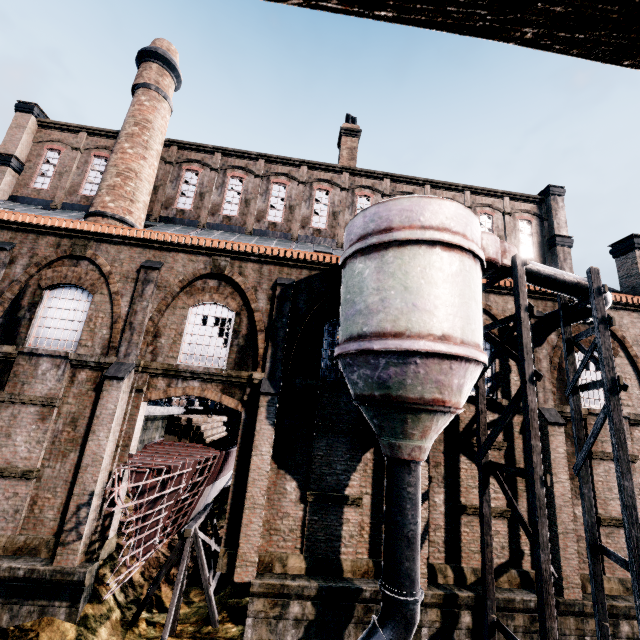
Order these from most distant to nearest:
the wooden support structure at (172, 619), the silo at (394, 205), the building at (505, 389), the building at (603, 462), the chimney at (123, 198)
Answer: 1. the chimney at (123, 198)
2. the building at (505, 389)
3. the building at (603, 462)
4. the wooden support structure at (172, 619)
5. the silo at (394, 205)

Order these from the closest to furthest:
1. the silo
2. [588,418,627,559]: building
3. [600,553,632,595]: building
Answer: the silo < [600,553,632,595]: building < [588,418,627,559]: building

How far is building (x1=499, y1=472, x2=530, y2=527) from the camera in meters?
13.1

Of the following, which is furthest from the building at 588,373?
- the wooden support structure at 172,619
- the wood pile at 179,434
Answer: the wood pile at 179,434

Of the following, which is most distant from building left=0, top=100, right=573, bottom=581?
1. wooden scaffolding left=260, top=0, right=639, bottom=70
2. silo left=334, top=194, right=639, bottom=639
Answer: wooden scaffolding left=260, top=0, right=639, bottom=70

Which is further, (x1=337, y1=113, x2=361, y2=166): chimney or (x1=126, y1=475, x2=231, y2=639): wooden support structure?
(x1=337, y1=113, x2=361, y2=166): chimney

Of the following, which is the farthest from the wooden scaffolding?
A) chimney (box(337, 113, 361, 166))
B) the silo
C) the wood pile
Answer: chimney (box(337, 113, 361, 166))

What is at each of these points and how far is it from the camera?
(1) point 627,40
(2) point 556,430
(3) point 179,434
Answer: (1) wooden scaffolding, 0.8m
(2) building, 13.3m
(3) wood pile, 15.6m
